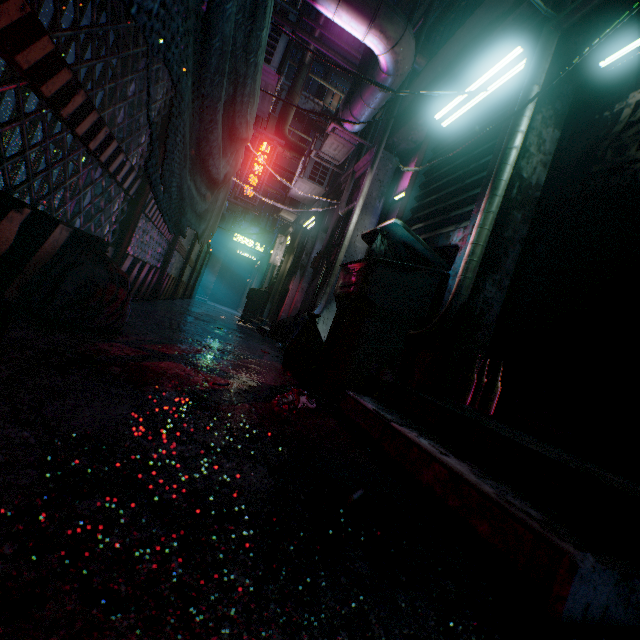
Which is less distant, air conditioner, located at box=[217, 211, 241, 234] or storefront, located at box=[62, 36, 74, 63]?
storefront, located at box=[62, 36, 74, 63]

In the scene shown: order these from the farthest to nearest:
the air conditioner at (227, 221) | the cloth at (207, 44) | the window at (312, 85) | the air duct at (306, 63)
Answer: Result: the window at (312, 85) < the air conditioner at (227, 221) < the air duct at (306, 63) < the cloth at (207, 44)

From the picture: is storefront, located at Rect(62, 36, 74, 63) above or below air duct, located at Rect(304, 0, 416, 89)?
below

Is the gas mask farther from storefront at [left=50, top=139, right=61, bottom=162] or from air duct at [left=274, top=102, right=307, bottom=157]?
air duct at [left=274, top=102, right=307, bottom=157]

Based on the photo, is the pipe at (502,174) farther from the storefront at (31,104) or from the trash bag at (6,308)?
the storefront at (31,104)

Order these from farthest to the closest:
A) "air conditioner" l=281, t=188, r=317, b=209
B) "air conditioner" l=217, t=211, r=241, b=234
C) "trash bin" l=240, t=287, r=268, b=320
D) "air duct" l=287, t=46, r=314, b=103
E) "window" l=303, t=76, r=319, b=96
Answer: "window" l=303, t=76, r=319, b=96, "air conditioner" l=217, t=211, r=241, b=234, "trash bin" l=240, t=287, r=268, b=320, "air duct" l=287, t=46, r=314, b=103, "air conditioner" l=281, t=188, r=317, b=209

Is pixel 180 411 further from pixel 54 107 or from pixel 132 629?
pixel 54 107

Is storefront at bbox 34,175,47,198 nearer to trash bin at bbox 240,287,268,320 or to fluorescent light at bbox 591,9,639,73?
fluorescent light at bbox 591,9,639,73
